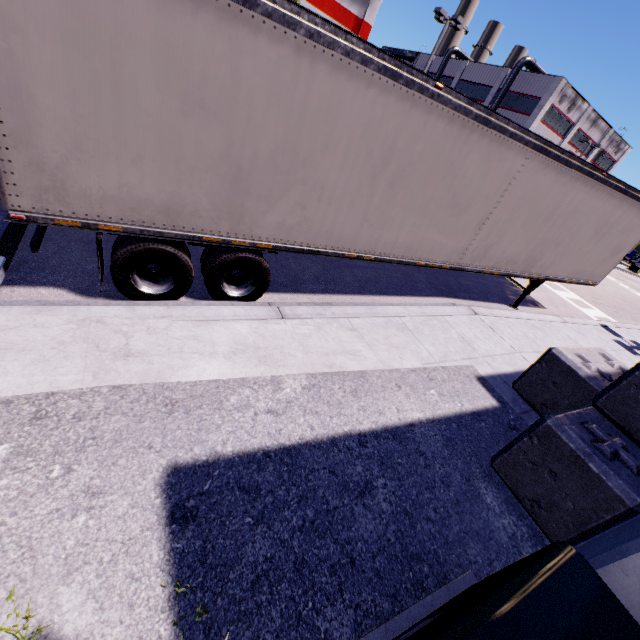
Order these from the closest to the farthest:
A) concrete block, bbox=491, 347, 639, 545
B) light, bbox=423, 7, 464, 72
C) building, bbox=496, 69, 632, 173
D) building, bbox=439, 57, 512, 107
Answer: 1. concrete block, bbox=491, 347, 639, 545
2. light, bbox=423, 7, 464, 72
3. building, bbox=496, 69, 632, 173
4. building, bbox=439, 57, 512, 107

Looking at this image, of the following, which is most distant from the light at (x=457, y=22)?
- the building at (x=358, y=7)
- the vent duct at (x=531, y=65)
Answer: the vent duct at (x=531, y=65)

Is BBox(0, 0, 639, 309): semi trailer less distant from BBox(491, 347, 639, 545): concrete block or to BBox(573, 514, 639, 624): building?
BBox(573, 514, 639, 624): building

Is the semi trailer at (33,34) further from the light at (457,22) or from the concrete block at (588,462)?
the light at (457,22)

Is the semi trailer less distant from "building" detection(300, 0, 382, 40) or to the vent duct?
"building" detection(300, 0, 382, 40)

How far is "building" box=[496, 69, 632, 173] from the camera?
38.9 meters

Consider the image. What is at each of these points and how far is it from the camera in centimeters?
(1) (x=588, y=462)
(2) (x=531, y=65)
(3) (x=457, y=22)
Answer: (1) concrete block, 301cm
(2) vent duct, 4034cm
(3) light, 2109cm

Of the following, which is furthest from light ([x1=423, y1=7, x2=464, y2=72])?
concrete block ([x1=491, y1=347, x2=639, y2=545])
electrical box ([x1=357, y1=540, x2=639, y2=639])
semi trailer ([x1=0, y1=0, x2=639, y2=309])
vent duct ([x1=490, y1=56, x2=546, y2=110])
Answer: electrical box ([x1=357, y1=540, x2=639, y2=639])
